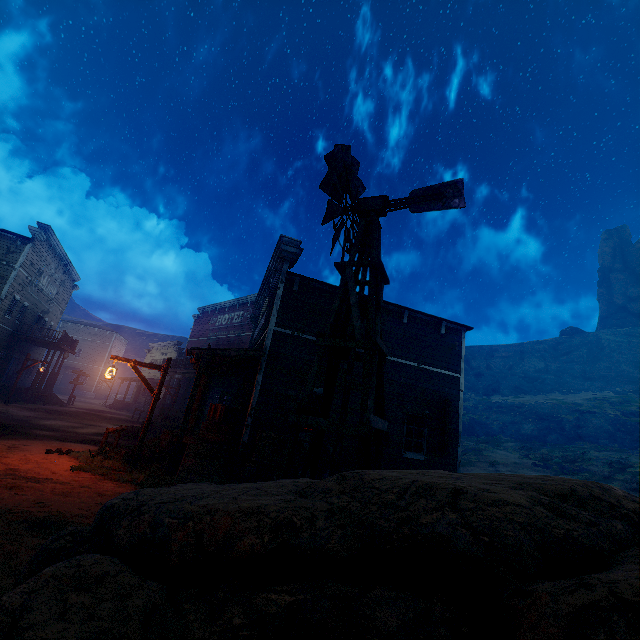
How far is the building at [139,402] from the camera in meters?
35.9 m

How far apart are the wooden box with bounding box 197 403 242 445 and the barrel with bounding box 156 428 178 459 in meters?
1.2

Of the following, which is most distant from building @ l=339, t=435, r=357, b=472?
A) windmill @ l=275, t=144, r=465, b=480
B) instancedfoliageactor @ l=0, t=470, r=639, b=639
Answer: instancedfoliageactor @ l=0, t=470, r=639, b=639

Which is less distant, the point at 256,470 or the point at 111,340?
the point at 256,470

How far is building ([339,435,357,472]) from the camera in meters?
10.6

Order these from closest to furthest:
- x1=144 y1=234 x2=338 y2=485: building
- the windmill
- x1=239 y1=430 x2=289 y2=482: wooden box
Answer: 1. the windmill
2. x1=239 y1=430 x2=289 y2=482: wooden box
3. x1=144 y1=234 x2=338 y2=485: building

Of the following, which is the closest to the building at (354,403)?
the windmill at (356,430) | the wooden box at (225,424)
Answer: the wooden box at (225,424)

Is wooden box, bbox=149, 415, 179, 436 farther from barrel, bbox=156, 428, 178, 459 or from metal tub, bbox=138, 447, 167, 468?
metal tub, bbox=138, 447, 167, 468
